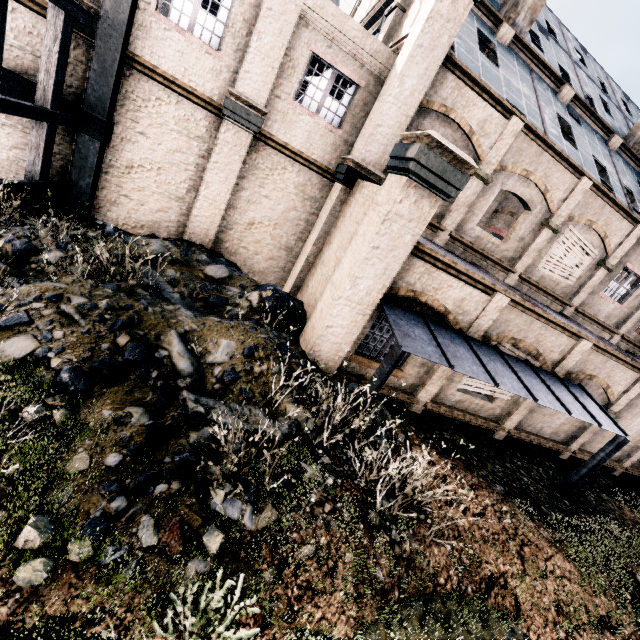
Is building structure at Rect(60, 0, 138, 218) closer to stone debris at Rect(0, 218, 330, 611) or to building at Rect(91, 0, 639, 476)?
building at Rect(91, 0, 639, 476)

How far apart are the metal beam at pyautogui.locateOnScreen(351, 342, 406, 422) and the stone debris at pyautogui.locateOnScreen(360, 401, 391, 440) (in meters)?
0.57

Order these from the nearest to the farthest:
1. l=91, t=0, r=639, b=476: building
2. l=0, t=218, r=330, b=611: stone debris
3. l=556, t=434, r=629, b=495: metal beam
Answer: l=0, t=218, r=330, b=611: stone debris < l=91, t=0, r=639, b=476: building < l=556, t=434, r=629, b=495: metal beam

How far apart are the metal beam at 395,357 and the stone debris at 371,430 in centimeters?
57cm

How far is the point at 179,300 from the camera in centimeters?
905cm

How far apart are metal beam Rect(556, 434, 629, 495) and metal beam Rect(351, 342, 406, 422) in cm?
911

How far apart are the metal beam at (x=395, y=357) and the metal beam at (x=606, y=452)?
9.11m

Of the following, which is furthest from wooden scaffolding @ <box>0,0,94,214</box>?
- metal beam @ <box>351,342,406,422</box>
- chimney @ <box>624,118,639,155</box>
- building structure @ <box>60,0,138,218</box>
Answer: chimney @ <box>624,118,639,155</box>
